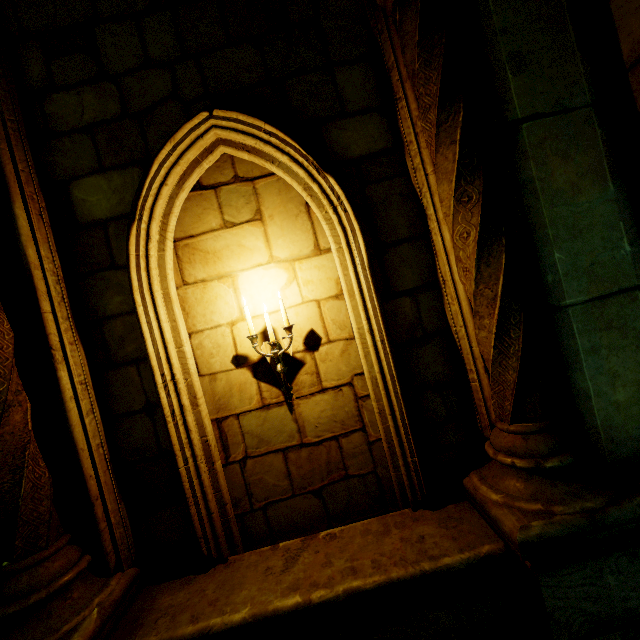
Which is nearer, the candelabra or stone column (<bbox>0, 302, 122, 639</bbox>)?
stone column (<bbox>0, 302, 122, 639</bbox>)

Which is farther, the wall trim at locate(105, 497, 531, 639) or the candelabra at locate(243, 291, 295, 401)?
the candelabra at locate(243, 291, 295, 401)

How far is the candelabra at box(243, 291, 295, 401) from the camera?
2.9 meters

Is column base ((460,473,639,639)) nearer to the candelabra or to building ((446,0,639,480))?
building ((446,0,639,480))

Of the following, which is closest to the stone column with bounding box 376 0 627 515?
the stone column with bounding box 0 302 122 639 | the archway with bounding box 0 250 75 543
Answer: the stone column with bounding box 0 302 122 639

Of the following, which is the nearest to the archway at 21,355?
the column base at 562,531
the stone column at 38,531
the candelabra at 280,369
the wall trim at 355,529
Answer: the stone column at 38,531

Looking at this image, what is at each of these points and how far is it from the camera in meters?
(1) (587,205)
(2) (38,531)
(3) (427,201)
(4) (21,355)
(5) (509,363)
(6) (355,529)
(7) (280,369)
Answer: (1) building, 2.4
(2) stone column, 2.5
(3) building, 2.9
(4) archway, 2.7
(5) stone column, 2.5
(6) wall trim, 2.9
(7) candelabra, 2.9

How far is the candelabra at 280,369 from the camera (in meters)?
2.95
